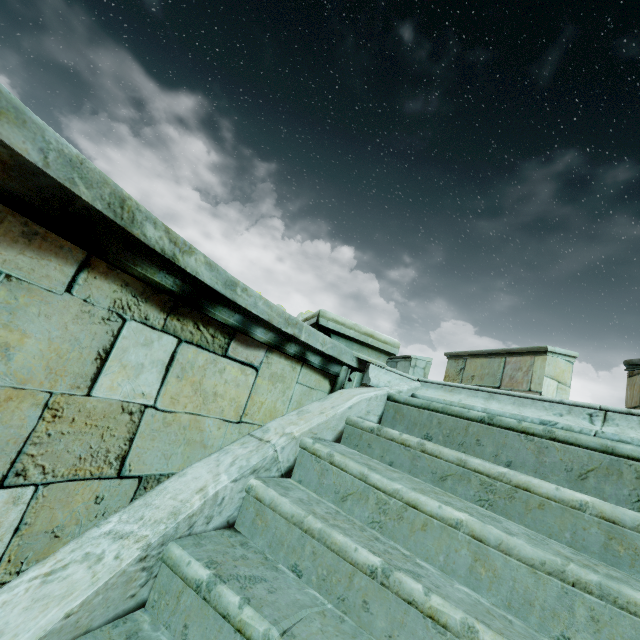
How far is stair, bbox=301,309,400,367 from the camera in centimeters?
304cm

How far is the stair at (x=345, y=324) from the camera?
Result: 3.04m

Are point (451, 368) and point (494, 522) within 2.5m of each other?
no
